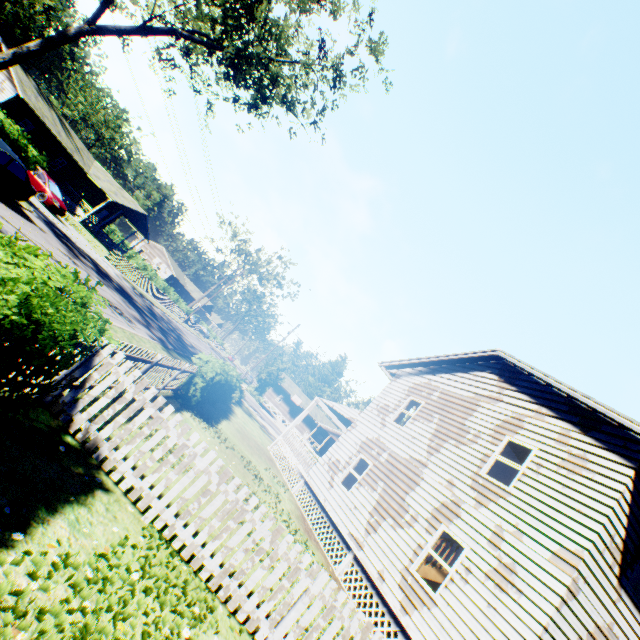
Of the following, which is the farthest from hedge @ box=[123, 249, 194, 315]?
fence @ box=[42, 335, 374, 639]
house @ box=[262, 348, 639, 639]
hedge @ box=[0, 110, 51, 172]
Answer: fence @ box=[42, 335, 374, 639]

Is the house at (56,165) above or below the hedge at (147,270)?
above

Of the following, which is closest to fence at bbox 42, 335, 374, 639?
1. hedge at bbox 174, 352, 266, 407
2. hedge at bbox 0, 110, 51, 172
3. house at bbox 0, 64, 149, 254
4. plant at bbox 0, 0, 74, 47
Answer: plant at bbox 0, 0, 74, 47

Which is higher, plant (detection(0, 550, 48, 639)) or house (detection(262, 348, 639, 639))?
house (detection(262, 348, 639, 639))

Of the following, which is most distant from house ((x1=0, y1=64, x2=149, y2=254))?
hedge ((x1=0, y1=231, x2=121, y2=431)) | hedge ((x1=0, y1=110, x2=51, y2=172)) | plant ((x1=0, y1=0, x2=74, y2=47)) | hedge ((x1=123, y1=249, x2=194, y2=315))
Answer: hedge ((x1=0, y1=231, x2=121, y2=431))

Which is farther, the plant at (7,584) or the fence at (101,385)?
the fence at (101,385)

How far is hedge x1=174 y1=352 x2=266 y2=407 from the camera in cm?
1136

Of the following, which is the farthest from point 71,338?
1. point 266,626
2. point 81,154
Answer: point 81,154
